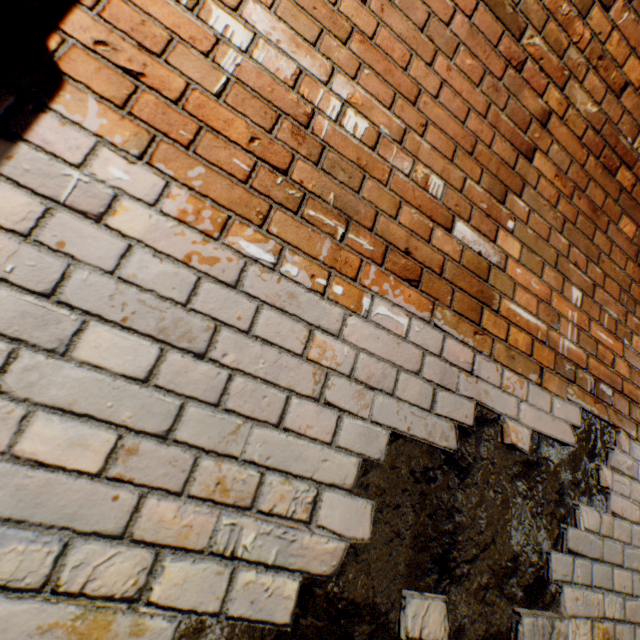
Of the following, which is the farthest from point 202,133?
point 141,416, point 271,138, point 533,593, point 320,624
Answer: point 533,593
